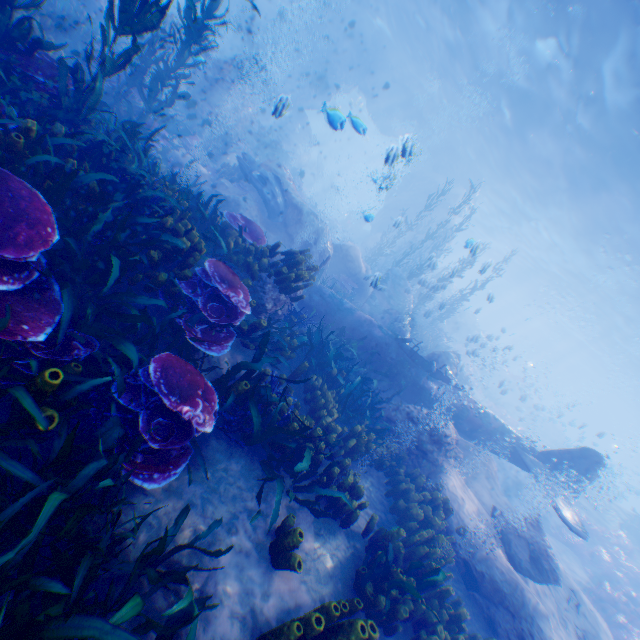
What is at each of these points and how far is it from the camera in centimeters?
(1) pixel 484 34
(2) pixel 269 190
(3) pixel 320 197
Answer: (1) light, 1517cm
(2) eel, 1204cm
(3) plane, 3950cm

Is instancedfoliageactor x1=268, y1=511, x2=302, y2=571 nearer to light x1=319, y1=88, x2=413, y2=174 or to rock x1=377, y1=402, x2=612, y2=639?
rock x1=377, y1=402, x2=612, y2=639

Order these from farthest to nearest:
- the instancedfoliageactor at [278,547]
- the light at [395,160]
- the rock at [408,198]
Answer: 1. the rock at [408,198]
2. the light at [395,160]
3. the instancedfoliageactor at [278,547]

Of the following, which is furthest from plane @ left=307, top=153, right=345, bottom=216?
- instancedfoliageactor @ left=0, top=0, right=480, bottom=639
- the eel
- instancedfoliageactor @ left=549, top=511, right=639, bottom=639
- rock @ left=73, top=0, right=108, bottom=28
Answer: instancedfoliageactor @ left=549, top=511, right=639, bottom=639

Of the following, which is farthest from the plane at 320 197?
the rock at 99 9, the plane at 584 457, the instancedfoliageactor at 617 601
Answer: the instancedfoliageactor at 617 601

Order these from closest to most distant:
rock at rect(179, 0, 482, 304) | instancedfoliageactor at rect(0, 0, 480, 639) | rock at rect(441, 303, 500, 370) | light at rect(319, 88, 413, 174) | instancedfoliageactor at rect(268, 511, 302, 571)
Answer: instancedfoliageactor at rect(0, 0, 480, 639), instancedfoliageactor at rect(268, 511, 302, 571), light at rect(319, 88, 413, 174), rock at rect(179, 0, 482, 304), rock at rect(441, 303, 500, 370)

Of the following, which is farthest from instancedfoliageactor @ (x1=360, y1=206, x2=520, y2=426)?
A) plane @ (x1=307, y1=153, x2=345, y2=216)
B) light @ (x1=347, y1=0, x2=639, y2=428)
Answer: plane @ (x1=307, y1=153, x2=345, y2=216)

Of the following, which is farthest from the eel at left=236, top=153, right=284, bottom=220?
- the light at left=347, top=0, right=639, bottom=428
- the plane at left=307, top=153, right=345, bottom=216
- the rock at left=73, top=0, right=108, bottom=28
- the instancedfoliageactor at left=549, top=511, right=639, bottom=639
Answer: the plane at left=307, top=153, right=345, bottom=216
